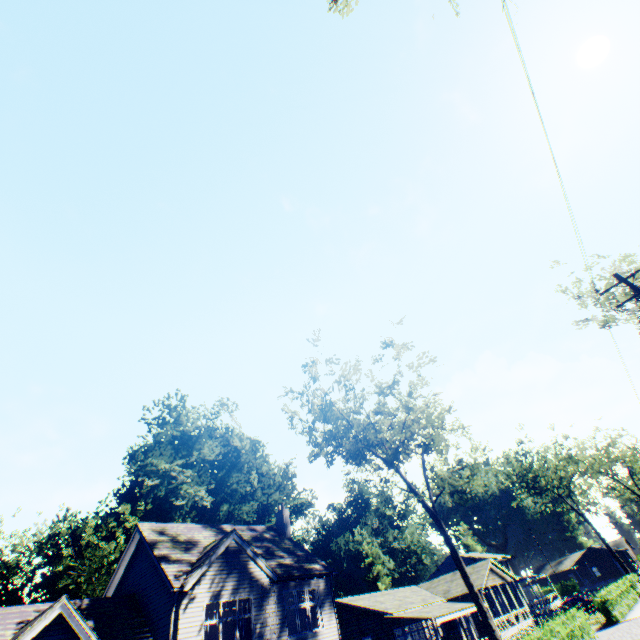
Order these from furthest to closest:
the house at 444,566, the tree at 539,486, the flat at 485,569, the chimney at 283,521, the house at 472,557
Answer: the house at 444,566, the house at 472,557, the tree at 539,486, the flat at 485,569, the chimney at 283,521

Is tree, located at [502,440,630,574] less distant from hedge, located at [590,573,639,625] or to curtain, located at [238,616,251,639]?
hedge, located at [590,573,639,625]

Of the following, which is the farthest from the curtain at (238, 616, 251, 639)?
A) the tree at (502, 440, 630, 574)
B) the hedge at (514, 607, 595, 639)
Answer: the tree at (502, 440, 630, 574)

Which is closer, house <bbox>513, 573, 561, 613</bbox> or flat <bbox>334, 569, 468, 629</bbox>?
flat <bbox>334, 569, 468, 629</bbox>

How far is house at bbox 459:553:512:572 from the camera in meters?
52.5

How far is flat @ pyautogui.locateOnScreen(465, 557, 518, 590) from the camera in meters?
33.6 m

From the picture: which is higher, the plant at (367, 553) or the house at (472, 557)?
the plant at (367, 553)

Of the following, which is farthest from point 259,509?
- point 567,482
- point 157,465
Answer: point 567,482
